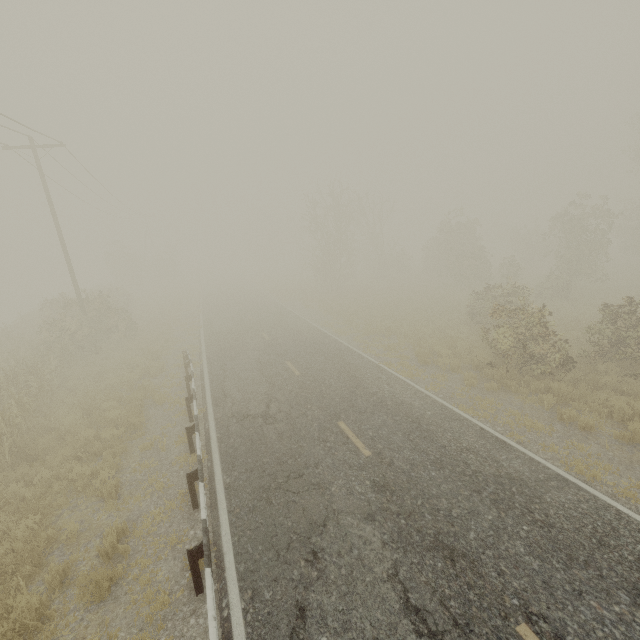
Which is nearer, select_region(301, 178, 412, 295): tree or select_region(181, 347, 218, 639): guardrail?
select_region(181, 347, 218, 639): guardrail

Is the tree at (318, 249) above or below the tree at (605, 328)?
above

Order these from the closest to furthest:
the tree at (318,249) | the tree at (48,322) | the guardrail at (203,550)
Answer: the guardrail at (203,550), the tree at (48,322), the tree at (318,249)

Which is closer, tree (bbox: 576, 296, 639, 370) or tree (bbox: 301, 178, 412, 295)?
tree (bbox: 576, 296, 639, 370)

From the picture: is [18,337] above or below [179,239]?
below

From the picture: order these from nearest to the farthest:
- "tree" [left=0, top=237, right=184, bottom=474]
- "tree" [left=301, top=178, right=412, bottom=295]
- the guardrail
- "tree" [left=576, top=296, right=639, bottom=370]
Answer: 1. the guardrail
2. "tree" [left=0, top=237, right=184, bottom=474]
3. "tree" [left=576, top=296, right=639, bottom=370]
4. "tree" [left=301, top=178, right=412, bottom=295]
